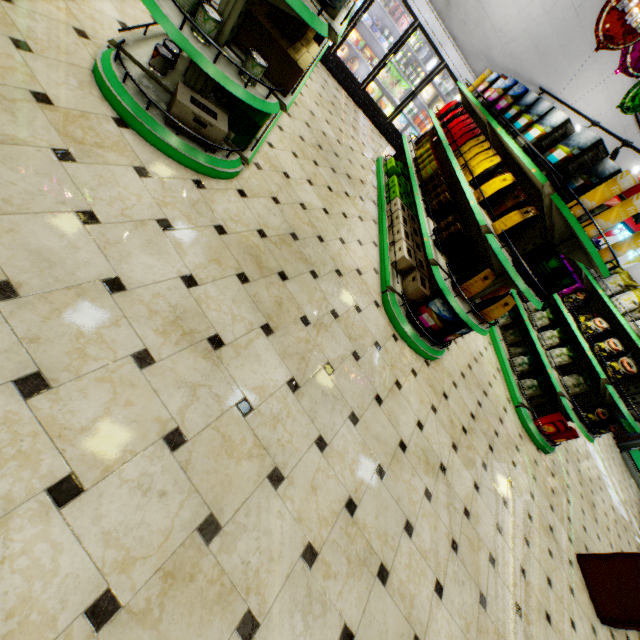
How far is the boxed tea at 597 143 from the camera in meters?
2.9 m

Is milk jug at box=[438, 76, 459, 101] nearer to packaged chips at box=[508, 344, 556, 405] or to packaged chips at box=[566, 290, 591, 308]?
packaged chips at box=[566, 290, 591, 308]

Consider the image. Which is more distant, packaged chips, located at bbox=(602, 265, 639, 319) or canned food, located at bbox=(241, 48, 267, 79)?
packaged chips, located at bbox=(602, 265, 639, 319)

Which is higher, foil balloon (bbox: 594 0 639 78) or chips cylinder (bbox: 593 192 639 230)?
foil balloon (bbox: 594 0 639 78)

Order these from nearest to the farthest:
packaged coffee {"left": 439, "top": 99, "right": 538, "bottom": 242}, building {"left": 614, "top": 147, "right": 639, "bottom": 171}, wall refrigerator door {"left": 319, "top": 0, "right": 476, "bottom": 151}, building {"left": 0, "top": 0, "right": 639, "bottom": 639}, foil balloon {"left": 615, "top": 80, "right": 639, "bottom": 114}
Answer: building {"left": 0, "top": 0, "right": 639, "bottom": 639} < packaged coffee {"left": 439, "top": 99, "right": 538, "bottom": 242} < foil balloon {"left": 615, "top": 80, "right": 639, "bottom": 114} < wall refrigerator door {"left": 319, "top": 0, "right": 476, "bottom": 151} < building {"left": 614, "top": 147, "right": 639, "bottom": 171}

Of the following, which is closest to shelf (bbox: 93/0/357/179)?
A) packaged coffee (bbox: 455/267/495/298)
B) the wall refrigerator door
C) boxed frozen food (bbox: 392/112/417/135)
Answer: the wall refrigerator door

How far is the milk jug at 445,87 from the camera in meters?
7.8 m

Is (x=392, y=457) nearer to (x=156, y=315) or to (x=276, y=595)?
(x=276, y=595)
